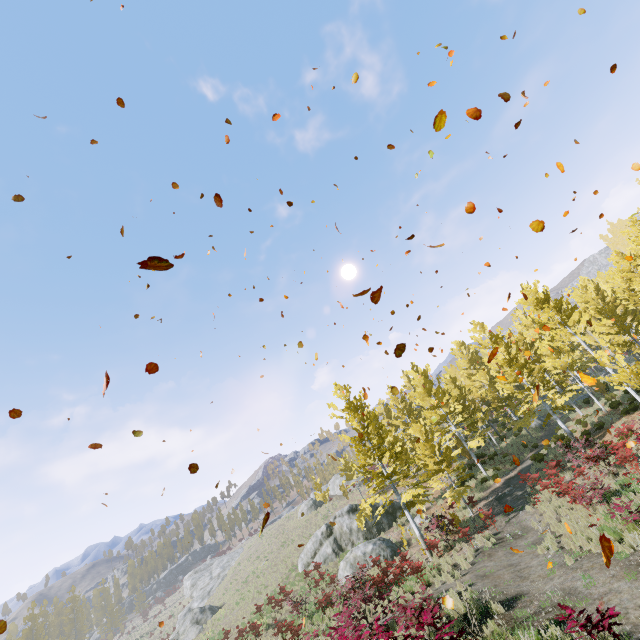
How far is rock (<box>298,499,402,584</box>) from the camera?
20.9m

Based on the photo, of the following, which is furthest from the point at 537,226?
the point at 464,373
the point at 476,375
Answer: the point at 464,373

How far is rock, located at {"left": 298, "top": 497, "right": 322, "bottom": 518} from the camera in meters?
44.2 m

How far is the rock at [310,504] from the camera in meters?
44.2

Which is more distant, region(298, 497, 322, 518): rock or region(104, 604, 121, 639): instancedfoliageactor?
region(104, 604, 121, 639): instancedfoliageactor

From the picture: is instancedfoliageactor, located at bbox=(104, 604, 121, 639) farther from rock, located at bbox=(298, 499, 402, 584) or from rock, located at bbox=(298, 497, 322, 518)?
rock, located at bbox=(298, 497, 322, 518)

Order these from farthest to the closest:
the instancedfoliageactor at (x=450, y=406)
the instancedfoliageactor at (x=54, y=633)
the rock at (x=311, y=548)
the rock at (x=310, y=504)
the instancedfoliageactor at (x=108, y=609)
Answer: the instancedfoliageactor at (x=108, y=609), the instancedfoliageactor at (x=54, y=633), the rock at (x=310, y=504), the rock at (x=311, y=548), the instancedfoliageactor at (x=450, y=406)
